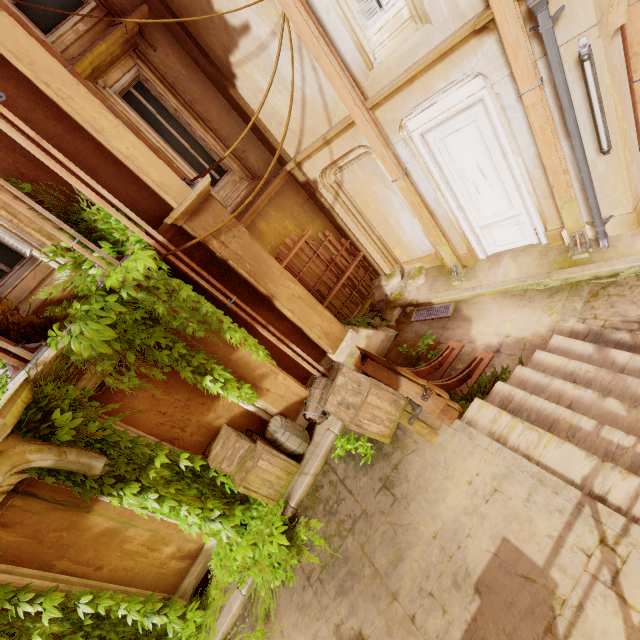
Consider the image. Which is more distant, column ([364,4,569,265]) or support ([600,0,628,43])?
column ([364,4,569,265])

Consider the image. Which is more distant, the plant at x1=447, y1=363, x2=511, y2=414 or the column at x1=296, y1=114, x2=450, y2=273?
the column at x1=296, y1=114, x2=450, y2=273

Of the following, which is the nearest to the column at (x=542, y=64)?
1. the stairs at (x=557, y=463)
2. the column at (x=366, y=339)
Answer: the stairs at (x=557, y=463)

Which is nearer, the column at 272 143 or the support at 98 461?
the support at 98 461

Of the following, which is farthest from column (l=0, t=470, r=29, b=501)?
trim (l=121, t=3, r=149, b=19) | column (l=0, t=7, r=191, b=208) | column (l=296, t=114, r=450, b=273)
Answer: column (l=296, t=114, r=450, b=273)

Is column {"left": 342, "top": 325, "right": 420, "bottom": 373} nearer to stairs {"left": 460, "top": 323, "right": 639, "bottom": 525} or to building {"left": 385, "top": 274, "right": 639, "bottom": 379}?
building {"left": 385, "top": 274, "right": 639, "bottom": 379}

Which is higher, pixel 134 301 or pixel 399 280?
pixel 134 301

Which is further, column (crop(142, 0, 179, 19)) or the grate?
the grate
